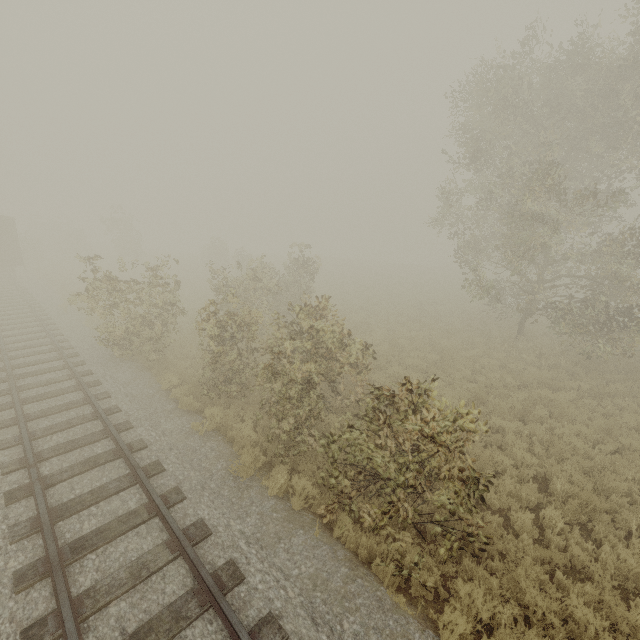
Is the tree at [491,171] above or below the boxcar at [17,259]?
above

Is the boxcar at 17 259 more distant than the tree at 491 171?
Yes

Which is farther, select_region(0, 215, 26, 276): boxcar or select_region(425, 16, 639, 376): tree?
select_region(0, 215, 26, 276): boxcar

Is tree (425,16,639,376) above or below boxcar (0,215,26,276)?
above

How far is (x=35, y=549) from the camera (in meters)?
5.26
